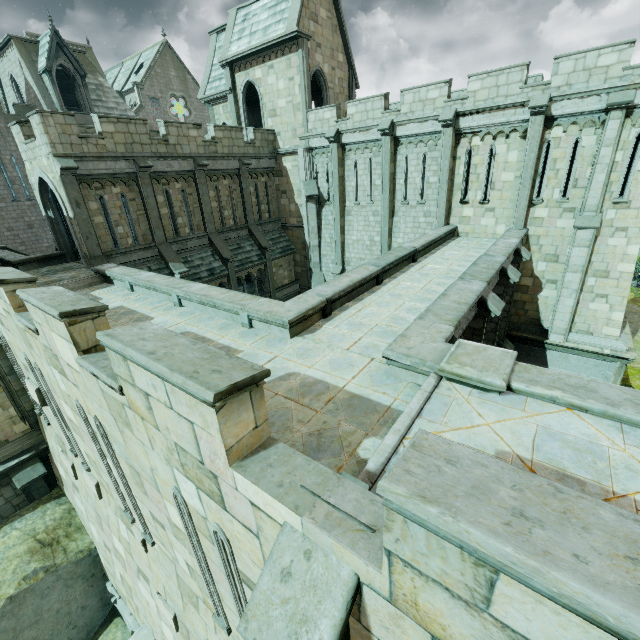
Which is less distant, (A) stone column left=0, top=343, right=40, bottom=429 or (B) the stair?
(B) the stair

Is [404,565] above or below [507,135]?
below

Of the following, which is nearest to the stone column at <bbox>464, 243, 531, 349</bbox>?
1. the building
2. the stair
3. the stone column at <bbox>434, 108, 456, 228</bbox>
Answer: the stone column at <bbox>434, 108, 456, 228</bbox>

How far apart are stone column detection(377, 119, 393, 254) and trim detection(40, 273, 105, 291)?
14.3m

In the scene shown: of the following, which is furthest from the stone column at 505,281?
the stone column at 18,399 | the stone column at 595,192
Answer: the stone column at 18,399

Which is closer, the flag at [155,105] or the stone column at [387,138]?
the stone column at [387,138]

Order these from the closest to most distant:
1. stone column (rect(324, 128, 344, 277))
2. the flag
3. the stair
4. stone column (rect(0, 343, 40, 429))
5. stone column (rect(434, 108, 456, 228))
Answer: the stair < stone column (rect(0, 343, 40, 429)) < stone column (rect(434, 108, 456, 228)) < stone column (rect(324, 128, 344, 277)) < the flag

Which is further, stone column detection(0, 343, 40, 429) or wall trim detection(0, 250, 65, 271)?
wall trim detection(0, 250, 65, 271)
